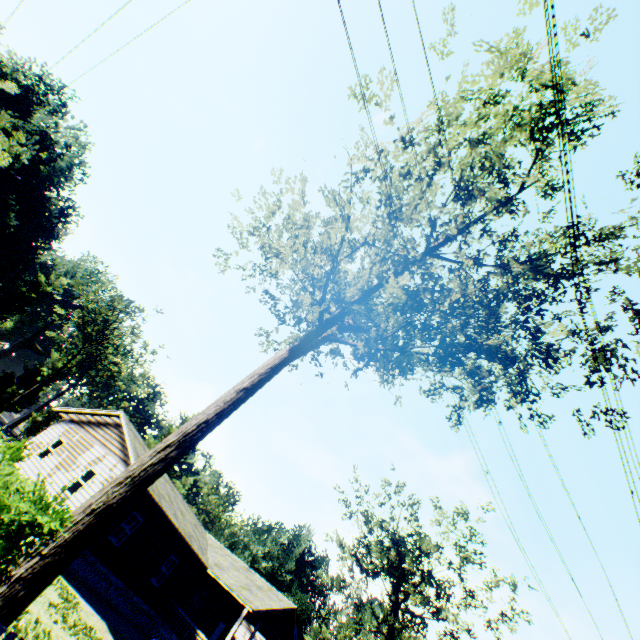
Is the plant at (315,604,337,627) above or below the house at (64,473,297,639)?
above

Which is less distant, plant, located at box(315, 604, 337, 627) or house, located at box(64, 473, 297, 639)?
house, located at box(64, 473, 297, 639)

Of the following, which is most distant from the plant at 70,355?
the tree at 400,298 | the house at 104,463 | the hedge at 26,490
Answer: the hedge at 26,490

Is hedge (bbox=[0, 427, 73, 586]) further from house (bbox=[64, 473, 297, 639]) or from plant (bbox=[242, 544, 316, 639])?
plant (bbox=[242, 544, 316, 639])

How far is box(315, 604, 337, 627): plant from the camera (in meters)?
57.87

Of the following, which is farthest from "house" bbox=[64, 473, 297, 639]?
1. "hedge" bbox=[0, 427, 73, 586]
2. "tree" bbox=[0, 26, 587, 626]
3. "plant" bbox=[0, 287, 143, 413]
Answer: "plant" bbox=[0, 287, 143, 413]

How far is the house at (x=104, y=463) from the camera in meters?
18.0

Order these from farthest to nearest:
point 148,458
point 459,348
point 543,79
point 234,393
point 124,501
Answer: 1. point 459,348
2. point 234,393
3. point 543,79
4. point 148,458
5. point 124,501
